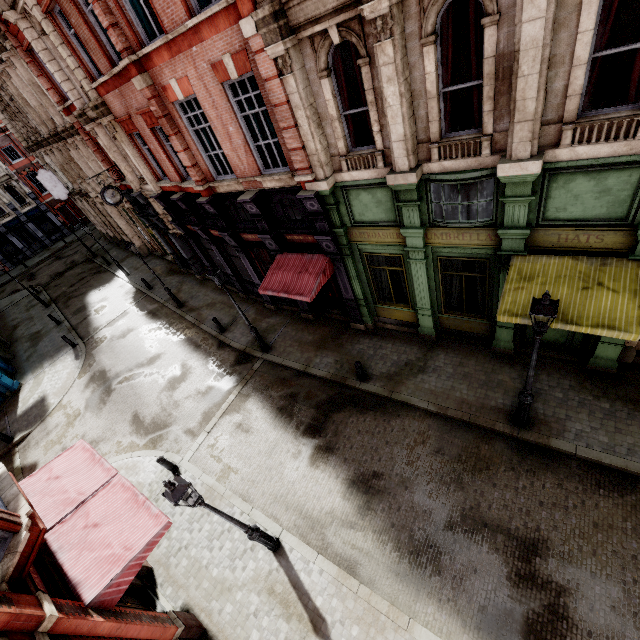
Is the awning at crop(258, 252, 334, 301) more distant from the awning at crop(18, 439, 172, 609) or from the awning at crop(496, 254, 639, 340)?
the awning at crop(18, 439, 172, 609)

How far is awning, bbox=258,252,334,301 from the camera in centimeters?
1120cm

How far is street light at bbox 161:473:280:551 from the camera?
5.8m

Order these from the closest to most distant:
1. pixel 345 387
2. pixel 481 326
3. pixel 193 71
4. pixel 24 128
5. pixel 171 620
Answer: pixel 171 620
pixel 193 71
pixel 481 326
pixel 345 387
pixel 24 128

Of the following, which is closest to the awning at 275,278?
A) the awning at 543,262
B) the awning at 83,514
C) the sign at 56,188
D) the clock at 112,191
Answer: the awning at 543,262

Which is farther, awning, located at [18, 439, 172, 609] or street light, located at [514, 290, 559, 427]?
awning, located at [18, 439, 172, 609]

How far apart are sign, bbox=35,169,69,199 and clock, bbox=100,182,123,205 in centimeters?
1478cm

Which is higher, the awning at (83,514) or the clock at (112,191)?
the clock at (112,191)
